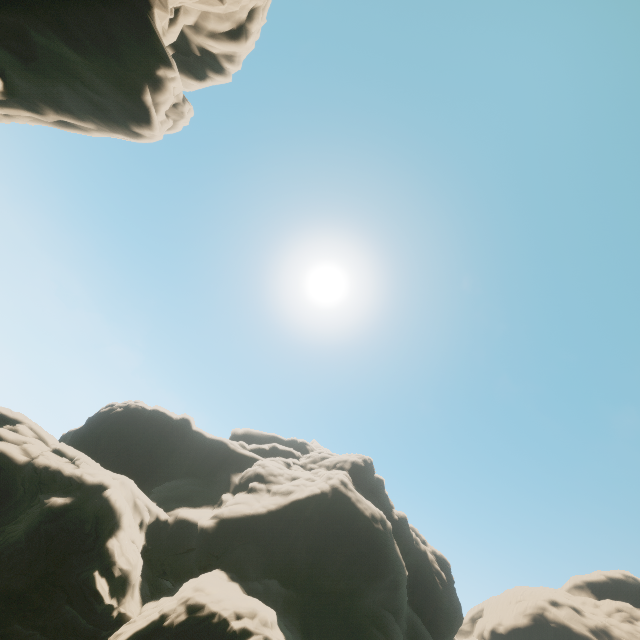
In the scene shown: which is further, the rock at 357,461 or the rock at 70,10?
the rock at 357,461

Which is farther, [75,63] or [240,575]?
[240,575]

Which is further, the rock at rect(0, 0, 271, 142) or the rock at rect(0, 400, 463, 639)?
the rock at rect(0, 400, 463, 639)
